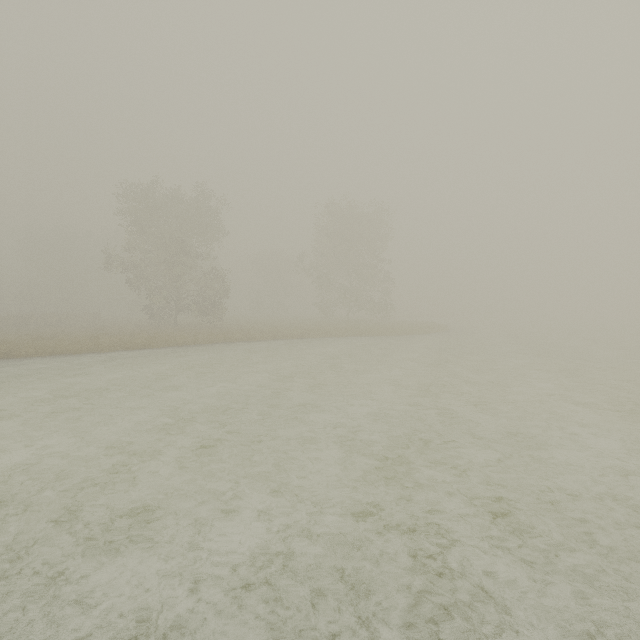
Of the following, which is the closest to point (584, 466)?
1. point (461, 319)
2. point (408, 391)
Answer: point (408, 391)
